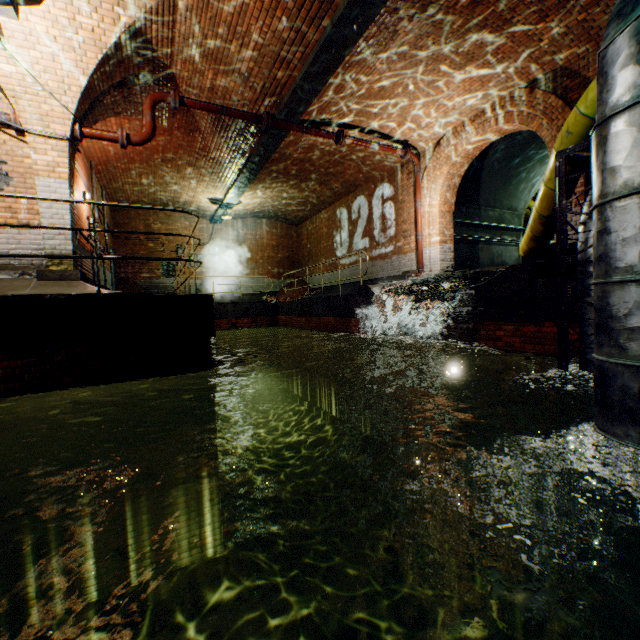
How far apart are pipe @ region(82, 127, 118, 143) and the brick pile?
8.6m

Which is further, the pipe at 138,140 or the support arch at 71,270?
the pipe at 138,140

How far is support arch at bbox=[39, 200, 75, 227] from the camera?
5.8m

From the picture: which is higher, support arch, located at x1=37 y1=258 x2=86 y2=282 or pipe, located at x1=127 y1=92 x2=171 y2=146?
pipe, located at x1=127 y1=92 x2=171 y2=146

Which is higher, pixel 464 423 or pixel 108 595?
pixel 464 423

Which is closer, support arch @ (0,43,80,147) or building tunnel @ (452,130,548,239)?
support arch @ (0,43,80,147)

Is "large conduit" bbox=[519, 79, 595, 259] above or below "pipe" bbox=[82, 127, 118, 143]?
below

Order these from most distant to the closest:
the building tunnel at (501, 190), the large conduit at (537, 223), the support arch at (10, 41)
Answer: the building tunnel at (501, 190), the support arch at (10, 41), the large conduit at (537, 223)
